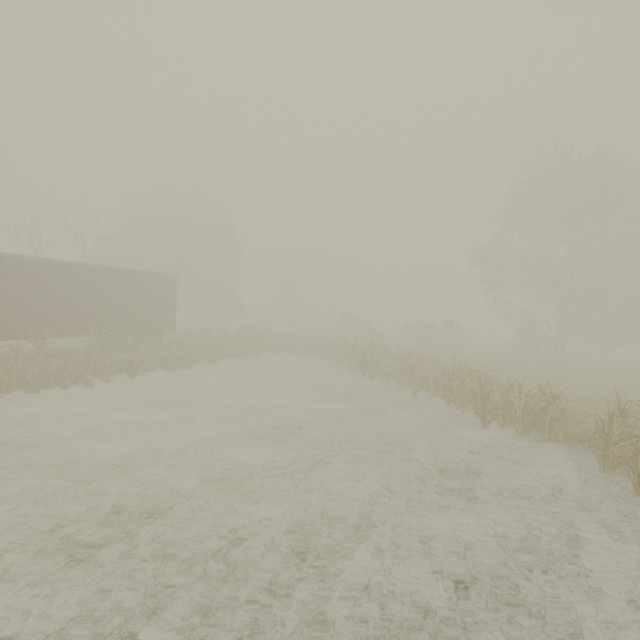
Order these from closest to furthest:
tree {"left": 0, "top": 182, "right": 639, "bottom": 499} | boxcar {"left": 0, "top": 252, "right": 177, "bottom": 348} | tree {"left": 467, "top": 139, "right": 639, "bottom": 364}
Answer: tree {"left": 0, "top": 182, "right": 639, "bottom": 499}
boxcar {"left": 0, "top": 252, "right": 177, "bottom": 348}
tree {"left": 467, "top": 139, "right": 639, "bottom": 364}

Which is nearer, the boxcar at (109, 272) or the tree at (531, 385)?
the tree at (531, 385)

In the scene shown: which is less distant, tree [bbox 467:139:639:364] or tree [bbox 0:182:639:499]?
tree [bbox 0:182:639:499]

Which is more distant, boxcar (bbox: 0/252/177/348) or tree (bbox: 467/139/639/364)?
tree (bbox: 467/139/639/364)

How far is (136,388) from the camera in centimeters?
1503cm

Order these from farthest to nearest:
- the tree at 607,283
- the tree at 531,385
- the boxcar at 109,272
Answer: the tree at 607,283 → the boxcar at 109,272 → the tree at 531,385
